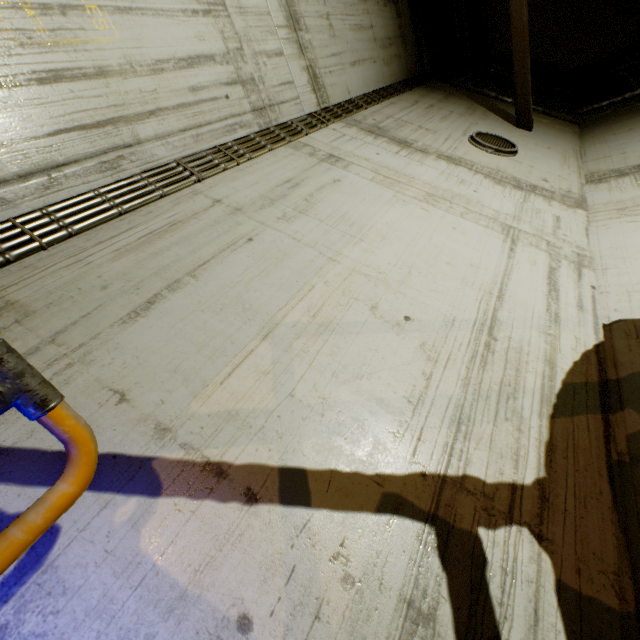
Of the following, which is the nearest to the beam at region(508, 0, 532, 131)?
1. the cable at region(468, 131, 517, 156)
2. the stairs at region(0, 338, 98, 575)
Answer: the stairs at region(0, 338, 98, 575)

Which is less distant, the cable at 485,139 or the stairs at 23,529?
the stairs at 23,529

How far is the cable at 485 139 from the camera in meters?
5.1

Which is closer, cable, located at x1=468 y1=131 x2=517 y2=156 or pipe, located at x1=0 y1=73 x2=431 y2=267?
pipe, located at x1=0 y1=73 x2=431 y2=267

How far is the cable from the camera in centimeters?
513cm

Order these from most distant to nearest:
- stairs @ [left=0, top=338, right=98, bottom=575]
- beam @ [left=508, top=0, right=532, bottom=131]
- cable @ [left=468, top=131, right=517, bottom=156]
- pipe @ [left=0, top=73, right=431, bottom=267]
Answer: beam @ [left=508, top=0, right=532, bottom=131] < cable @ [left=468, top=131, right=517, bottom=156] < pipe @ [left=0, top=73, right=431, bottom=267] < stairs @ [left=0, top=338, right=98, bottom=575]

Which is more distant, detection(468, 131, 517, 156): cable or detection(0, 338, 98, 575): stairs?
detection(468, 131, 517, 156): cable

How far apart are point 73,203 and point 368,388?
2.6m
